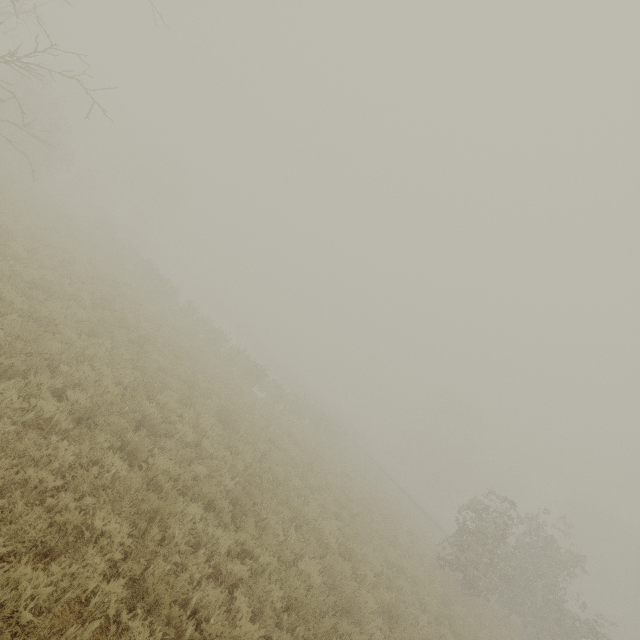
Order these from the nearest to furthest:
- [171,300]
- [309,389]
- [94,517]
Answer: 1. [94,517]
2. [171,300]
3. [309,389]
